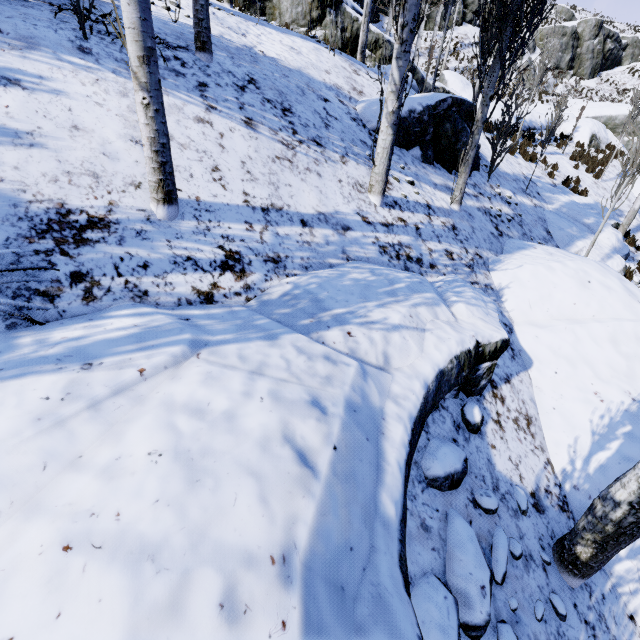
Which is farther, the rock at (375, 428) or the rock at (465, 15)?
the rock at (465, 15)

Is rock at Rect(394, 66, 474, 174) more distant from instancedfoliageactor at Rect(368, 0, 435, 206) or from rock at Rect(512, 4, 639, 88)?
rock at Rect(512, 4, 639, 88)

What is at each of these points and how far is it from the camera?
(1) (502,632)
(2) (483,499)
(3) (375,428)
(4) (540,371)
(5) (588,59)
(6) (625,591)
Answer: (1) rock, 2.2 meters
(2) rock, 2.8 meters
(3) rock, 1.9 meters
(4) rock, 4.5 meters
(5) rock, 36.2 meters
(6) rock, 3.2 meters

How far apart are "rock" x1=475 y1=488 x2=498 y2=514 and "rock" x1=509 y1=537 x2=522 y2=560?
0.1 meters

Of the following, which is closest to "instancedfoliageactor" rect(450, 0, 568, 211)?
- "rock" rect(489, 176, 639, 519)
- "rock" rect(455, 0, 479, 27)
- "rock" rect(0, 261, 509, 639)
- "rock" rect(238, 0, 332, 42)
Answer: "rock" rect(0, 261, 509, 639)

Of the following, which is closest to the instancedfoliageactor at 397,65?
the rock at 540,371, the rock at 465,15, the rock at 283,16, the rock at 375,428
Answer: the rock at 375,428

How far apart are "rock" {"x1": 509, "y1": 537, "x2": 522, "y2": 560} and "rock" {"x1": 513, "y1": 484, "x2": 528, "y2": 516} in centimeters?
34cm

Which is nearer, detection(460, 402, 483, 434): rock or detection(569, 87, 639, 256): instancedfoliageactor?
detection(460, 402, 483, 434): rock
